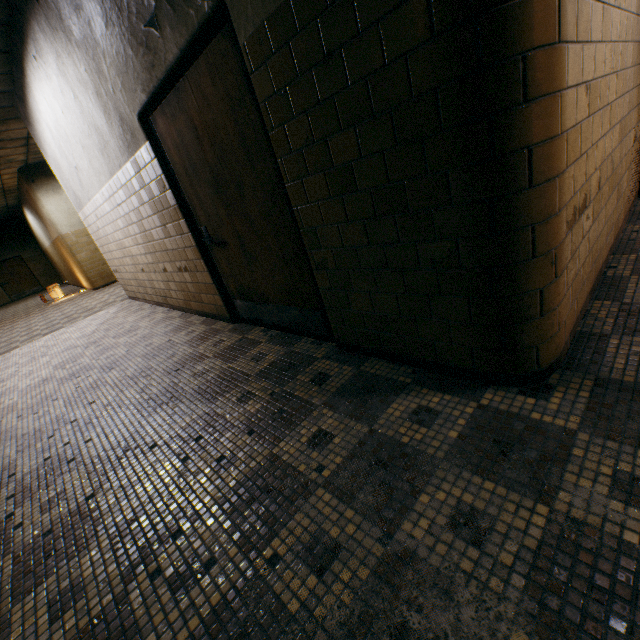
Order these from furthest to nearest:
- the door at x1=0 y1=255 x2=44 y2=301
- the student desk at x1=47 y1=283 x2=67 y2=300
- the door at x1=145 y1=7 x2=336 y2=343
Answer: the door at x1=0 y1=255 x2=44 y2=301 → the student desk at x1=47 y1=283 x2=67 y2=300 → the door at x1=145 y1=7 x2=336 y2=343

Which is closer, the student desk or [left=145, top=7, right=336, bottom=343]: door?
[left=145, top=7, right=336, bottom=343]: door

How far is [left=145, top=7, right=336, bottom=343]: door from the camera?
2.0m

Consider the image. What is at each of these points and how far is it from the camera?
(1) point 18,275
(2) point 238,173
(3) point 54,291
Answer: (1) door, 18.41m
(2) door, 2.42m
(3) student desk, 11.57m

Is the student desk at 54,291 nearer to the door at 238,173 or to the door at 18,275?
the door at 18,275

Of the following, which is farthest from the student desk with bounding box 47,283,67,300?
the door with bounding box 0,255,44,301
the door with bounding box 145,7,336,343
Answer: the door with bounding box 145,7,336,343

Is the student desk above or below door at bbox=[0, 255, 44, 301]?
below
